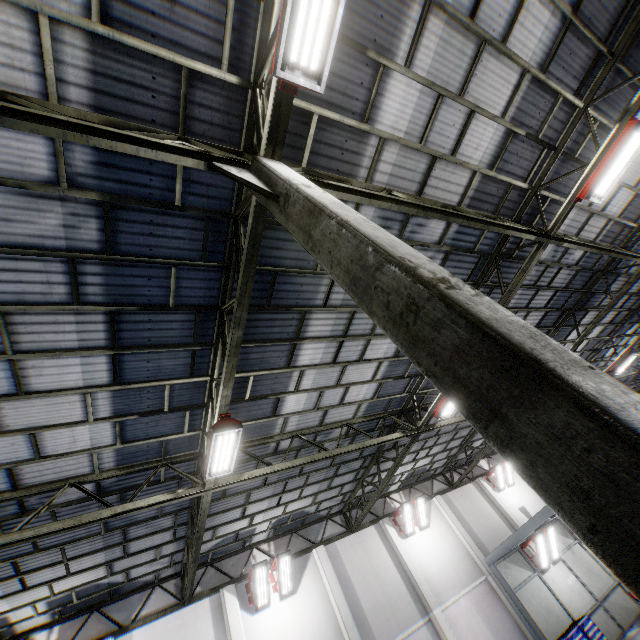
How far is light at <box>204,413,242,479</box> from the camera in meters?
6.5

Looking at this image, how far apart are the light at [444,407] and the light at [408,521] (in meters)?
7.81

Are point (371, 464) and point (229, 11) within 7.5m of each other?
no

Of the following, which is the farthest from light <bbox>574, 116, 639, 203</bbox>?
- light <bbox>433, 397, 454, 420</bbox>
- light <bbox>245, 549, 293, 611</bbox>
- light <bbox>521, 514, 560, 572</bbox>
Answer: light <bbox>245, 549, 293, 611</bbox>

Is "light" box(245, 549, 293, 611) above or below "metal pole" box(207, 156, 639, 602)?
above

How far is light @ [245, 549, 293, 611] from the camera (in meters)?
12.30

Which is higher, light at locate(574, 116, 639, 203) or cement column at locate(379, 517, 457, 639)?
light at locate(574, 116, 639, 203)

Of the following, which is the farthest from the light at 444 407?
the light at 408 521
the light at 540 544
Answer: the light at 540 544
